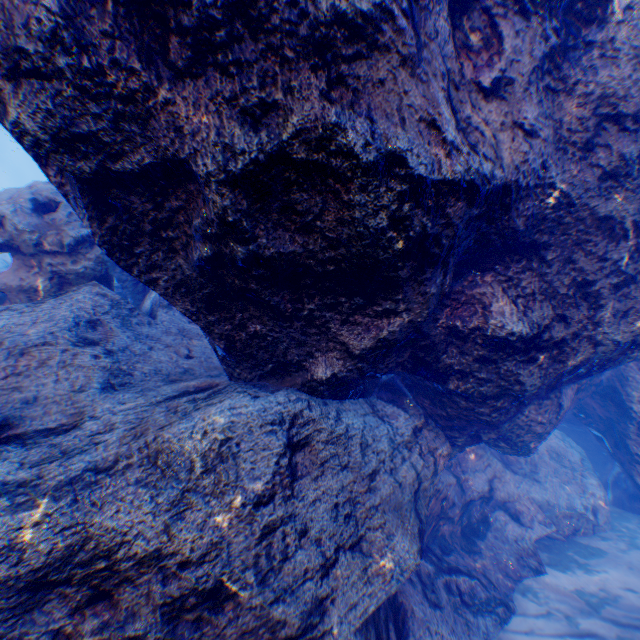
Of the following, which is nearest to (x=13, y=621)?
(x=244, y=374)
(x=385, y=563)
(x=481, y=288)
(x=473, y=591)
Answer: (x=244, y=374)
